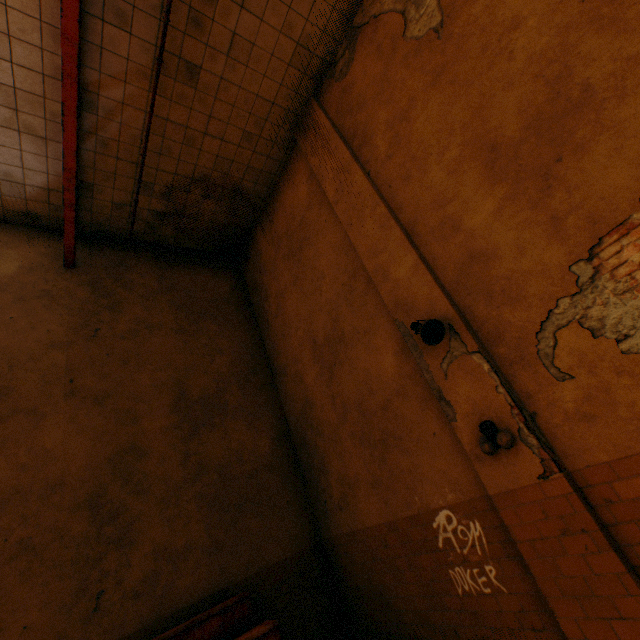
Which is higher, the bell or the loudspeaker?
the loudspeaker

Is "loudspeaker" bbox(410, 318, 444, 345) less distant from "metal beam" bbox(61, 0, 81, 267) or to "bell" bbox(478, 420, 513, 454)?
"bell" bbox(478, 420, 513, 454)

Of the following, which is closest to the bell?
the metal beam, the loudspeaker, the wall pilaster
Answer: the wall pilaster

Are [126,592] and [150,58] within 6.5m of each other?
no

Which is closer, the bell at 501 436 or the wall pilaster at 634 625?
the wall pilaster at 634 625

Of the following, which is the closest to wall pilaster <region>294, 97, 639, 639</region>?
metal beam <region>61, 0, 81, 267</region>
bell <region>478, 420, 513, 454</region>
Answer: bell <region>478, 420, 513, 454</region>

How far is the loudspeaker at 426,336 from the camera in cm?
363

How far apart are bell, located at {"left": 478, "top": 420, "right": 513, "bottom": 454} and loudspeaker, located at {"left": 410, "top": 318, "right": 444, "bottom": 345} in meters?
1.0 m
